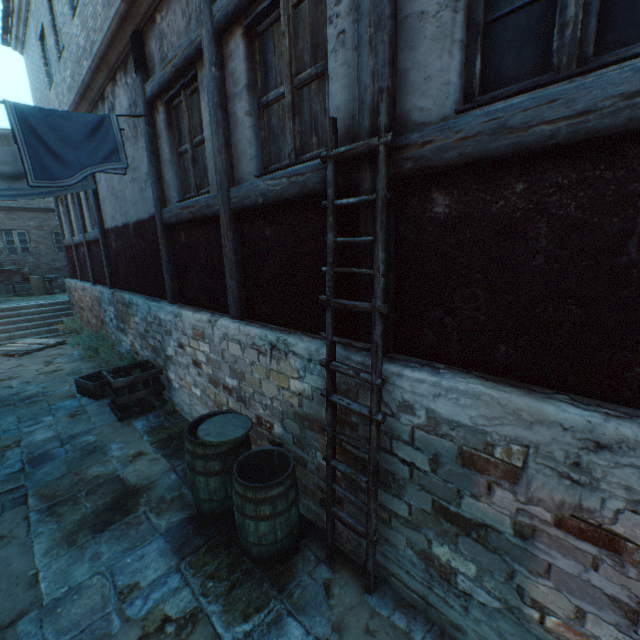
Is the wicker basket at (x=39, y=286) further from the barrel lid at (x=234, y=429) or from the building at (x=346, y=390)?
the barrel lid at (x=234, y=429)

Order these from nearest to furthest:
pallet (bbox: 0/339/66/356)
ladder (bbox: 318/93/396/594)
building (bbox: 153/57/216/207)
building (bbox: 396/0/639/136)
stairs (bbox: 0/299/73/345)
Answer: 1. building (bbox: 396/0/639/136)
2. ladder (bbox: 318/93/396/594)
3. building (bbox: 153/57/216/207)
4. pallet (bbox: 0/339/66/356)
5. stairs (bbox: 0/299/73/345)

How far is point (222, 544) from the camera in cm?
309

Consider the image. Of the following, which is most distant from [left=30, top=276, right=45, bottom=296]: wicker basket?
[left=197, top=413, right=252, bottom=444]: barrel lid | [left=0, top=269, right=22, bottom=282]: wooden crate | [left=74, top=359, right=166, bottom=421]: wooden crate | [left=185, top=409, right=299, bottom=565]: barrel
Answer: [left=185, top=409, right=299, bottom=565]: barrel

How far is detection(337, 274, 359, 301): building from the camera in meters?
2.5 m

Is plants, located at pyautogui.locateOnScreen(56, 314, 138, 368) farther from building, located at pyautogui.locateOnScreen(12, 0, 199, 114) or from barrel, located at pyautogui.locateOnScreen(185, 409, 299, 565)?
barrel, located at pyautogui.locateOnScreen(185, 409, 299, 565)

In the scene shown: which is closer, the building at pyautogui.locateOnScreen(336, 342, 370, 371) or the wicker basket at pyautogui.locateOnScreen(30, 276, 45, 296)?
the building at pyautogui.locateOnScreen(336, 342, 370, 371)

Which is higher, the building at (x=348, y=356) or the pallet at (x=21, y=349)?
the building at (x=348, y=356)
